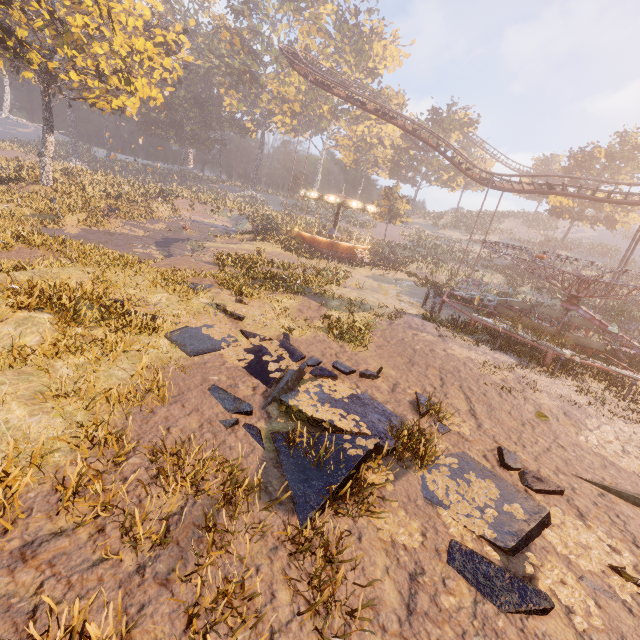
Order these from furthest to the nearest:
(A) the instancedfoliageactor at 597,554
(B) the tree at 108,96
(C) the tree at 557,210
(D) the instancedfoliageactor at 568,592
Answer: (C) the tree at 557,210
(B) the tree at 108,96
(A) the instancedfoliageactor at 597,554
(D) the instancedfoliageactor at 568,592

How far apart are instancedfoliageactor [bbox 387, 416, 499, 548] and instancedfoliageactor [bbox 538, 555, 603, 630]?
0.4m

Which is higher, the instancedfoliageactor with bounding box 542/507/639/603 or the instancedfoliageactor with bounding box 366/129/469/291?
the instancedfoliageactor with bounding box 366/129/469/291

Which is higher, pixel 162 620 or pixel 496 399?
pixel 496 399

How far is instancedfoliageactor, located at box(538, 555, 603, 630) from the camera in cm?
389

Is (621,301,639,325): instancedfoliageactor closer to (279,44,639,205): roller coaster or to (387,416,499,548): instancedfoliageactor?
(279,44,639,205): roller coaster

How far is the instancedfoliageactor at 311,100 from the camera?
51.7 meters

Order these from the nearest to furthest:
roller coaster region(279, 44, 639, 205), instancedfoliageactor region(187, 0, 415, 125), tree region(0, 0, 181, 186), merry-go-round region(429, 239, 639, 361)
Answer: merry-go-round region(429, 239, 639, 361), tree region(0, 0, 181, 186), roller coaster region(279, 44, 639, 205), instancedfoliageactor region(187, 0, 415, 125)
